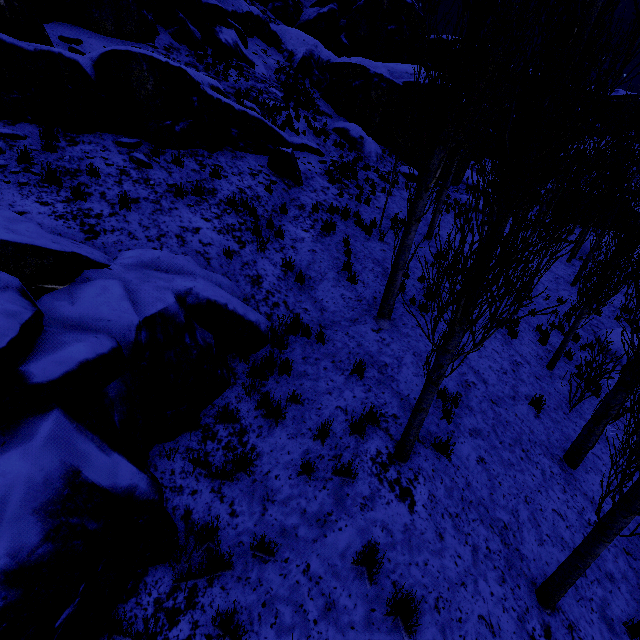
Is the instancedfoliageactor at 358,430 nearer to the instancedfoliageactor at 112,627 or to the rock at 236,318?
the instancedfoliageactor at 112,627

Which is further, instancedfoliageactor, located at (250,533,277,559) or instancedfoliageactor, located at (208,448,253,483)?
instancedfoliageactor, located at (208,448,253,483)

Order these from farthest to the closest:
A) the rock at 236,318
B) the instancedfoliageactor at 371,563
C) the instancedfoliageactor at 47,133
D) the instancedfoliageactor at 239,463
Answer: the instancedfoliageactor at 47,133 → the instancedfoliageactor at 239,463 → the instancedfoliageactor at 371,563 → the rock at 236,318

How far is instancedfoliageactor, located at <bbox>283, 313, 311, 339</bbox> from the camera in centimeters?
653cm

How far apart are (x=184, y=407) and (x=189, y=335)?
1.0 meters

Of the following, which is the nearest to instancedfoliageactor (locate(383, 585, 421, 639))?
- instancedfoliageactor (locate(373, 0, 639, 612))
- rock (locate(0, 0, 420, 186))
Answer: instancedfoliageactor (locate(373, 0, 639, 612))

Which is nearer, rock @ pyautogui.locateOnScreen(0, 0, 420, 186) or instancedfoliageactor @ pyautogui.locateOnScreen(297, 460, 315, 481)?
instancedfoliageactor @ pyautogui.locateOnScreen(297, 460, 315, 481)
